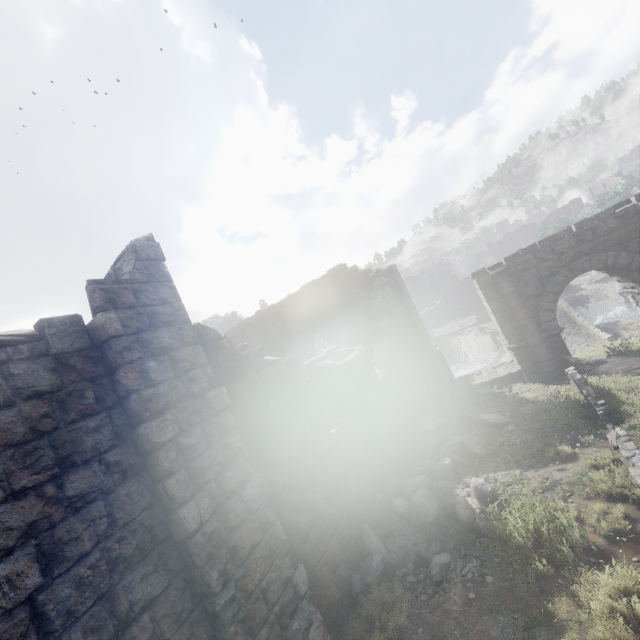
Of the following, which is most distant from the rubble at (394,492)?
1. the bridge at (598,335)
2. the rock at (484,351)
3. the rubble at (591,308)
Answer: the rubble at (591,308)

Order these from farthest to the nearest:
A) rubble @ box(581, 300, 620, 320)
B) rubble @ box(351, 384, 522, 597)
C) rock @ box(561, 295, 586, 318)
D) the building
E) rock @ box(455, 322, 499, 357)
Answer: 1. rock @ box(455, 322, 499, 357)
2. rock @ box(561, 295, 586, 318)
3. rubble @ box(581, 300, 620, 320)
4. rubble @ box(351, 384, 522, 597)
5. the building

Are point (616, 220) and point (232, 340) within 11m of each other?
no

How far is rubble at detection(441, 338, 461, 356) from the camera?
39.3m

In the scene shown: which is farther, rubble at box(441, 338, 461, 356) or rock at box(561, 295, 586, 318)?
rubble at box(441, 338, 461, 356)

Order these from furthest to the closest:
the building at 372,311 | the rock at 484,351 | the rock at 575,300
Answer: the rock at 484,351 → the rock at 575,300 → the building at 372,311

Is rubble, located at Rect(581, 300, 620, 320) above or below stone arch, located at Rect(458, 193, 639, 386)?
below

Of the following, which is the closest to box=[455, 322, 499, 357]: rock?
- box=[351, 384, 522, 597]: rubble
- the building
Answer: the building
